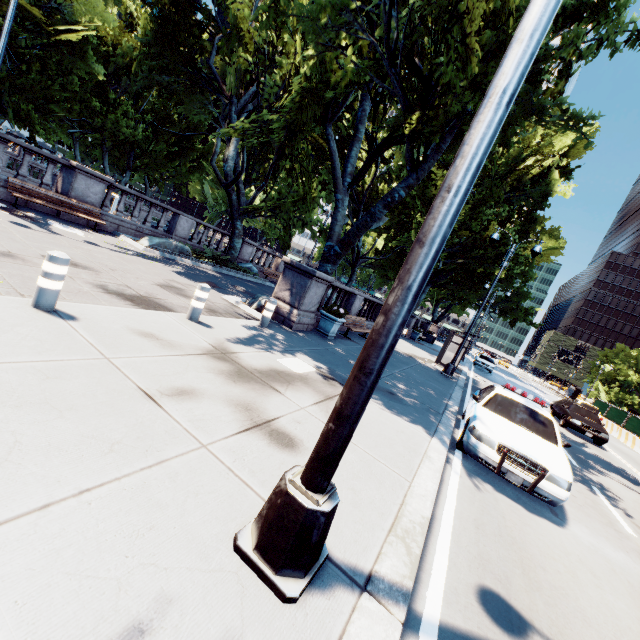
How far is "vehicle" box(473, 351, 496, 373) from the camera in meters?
31.5

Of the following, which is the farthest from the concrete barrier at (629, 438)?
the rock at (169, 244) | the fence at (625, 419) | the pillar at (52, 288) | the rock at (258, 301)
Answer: the rock at (169, 244)

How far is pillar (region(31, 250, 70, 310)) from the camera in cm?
Result: 442

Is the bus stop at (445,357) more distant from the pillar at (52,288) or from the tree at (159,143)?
the pillar at (52,288)

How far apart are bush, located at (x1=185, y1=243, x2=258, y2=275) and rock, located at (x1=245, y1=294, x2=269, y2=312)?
6.40m

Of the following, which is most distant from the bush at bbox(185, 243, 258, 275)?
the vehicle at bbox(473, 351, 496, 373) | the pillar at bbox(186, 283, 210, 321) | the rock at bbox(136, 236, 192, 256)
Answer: the vehicle at bbox(473, 351, 496, 373)

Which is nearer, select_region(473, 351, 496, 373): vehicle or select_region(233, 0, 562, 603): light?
select_region(233, 0, 562, 603): light

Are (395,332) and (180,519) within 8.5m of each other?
yes
